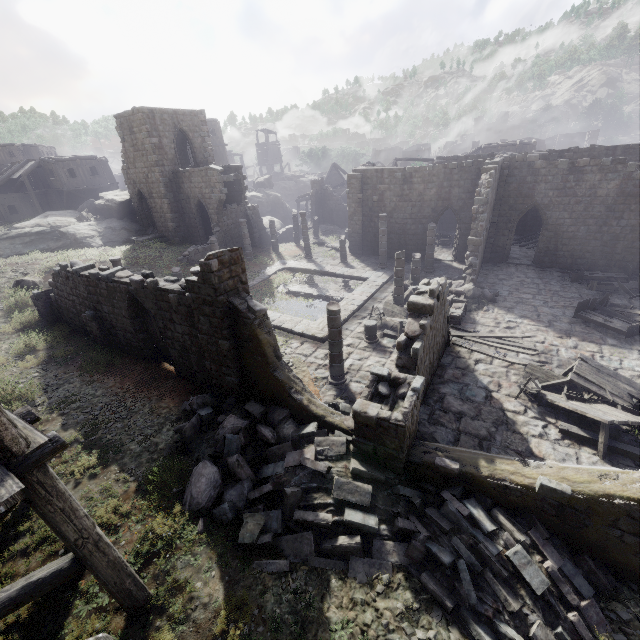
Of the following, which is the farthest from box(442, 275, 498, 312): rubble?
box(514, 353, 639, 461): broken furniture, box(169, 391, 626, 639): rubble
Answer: box(169, 391, 626, 639): rubble

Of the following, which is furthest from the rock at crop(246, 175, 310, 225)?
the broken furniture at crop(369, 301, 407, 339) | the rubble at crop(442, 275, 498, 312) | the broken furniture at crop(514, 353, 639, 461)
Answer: the broken furniture at crop(514, 353, 639, 461)

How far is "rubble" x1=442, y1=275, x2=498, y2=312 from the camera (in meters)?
17.27

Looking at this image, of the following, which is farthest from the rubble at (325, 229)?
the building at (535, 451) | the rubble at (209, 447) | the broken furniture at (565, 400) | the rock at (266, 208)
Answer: the broken furniture at (565, 400)

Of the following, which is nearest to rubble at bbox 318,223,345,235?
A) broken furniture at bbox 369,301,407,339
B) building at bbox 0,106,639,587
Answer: building at bbox 0,106,639,587

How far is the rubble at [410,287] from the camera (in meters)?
18.70

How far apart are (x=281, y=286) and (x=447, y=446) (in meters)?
17.22

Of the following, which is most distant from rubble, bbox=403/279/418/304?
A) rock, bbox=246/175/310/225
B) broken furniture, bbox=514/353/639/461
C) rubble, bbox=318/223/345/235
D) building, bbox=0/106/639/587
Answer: rock, bbox=246/175/310/225
